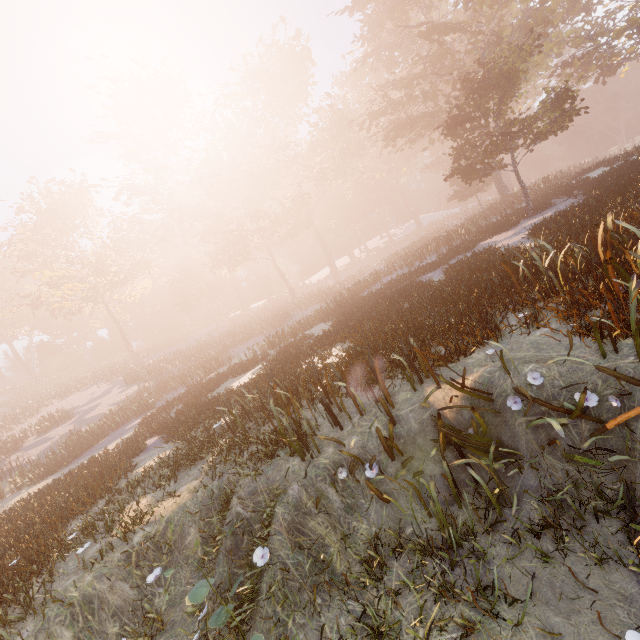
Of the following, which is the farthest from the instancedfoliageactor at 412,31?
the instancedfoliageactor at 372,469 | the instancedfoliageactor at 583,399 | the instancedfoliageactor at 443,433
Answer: the instancedfoliageactor at 583,399

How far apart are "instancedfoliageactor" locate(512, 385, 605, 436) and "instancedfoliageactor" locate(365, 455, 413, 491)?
1.99m

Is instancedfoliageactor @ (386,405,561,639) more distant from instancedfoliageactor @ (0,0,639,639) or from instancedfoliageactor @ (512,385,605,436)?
instancedfoliageactor @ (0,0,639,639)

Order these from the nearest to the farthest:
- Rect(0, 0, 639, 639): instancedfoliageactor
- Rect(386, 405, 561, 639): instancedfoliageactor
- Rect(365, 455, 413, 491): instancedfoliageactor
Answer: Rect(386, 405, 561, 639): instancedfoliageactor → Rect(365, 455, 413, 491): instancedfoliageactor → Rect(0, 0, 639, 639): instancedfoliageactor

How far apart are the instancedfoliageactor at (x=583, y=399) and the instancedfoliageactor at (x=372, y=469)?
1.99m

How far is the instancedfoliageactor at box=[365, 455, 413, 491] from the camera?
4.4m

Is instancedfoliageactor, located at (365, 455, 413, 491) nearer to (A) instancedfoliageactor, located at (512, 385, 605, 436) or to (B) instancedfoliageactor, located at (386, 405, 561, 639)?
(B) instancedfoliageactor, located at (386, 405, 561, 639)

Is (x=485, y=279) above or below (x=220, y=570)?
above
